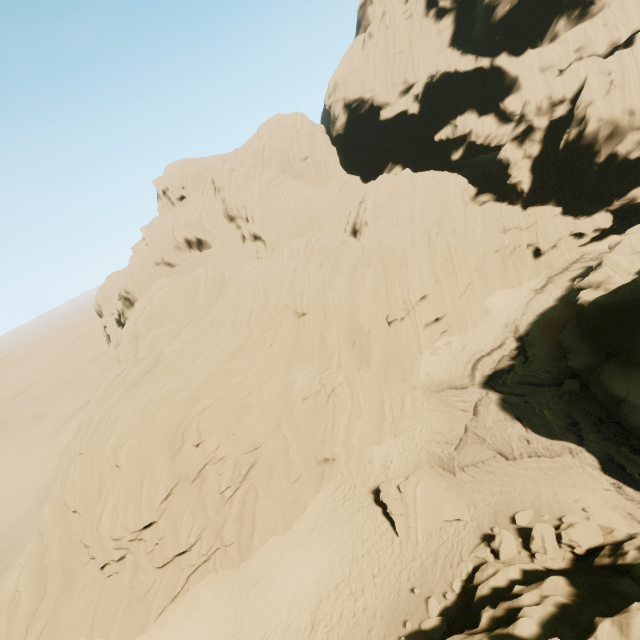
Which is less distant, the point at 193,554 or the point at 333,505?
the point at 193,554

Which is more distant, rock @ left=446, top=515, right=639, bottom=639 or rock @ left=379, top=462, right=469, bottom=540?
rock @ left=379, top=462, right=469, bottom=540

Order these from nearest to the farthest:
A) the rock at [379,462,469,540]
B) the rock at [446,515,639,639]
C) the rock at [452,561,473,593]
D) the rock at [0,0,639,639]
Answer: the rock at [446,515,639,639]
the rock at [452,561,473,593]
the rock at [379,462,469,540]
the rock at [0,0,639,639]

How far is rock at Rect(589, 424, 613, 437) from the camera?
18.1 meters

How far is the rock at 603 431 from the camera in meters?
18.1

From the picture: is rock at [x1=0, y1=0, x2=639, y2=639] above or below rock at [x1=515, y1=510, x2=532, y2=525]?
above
